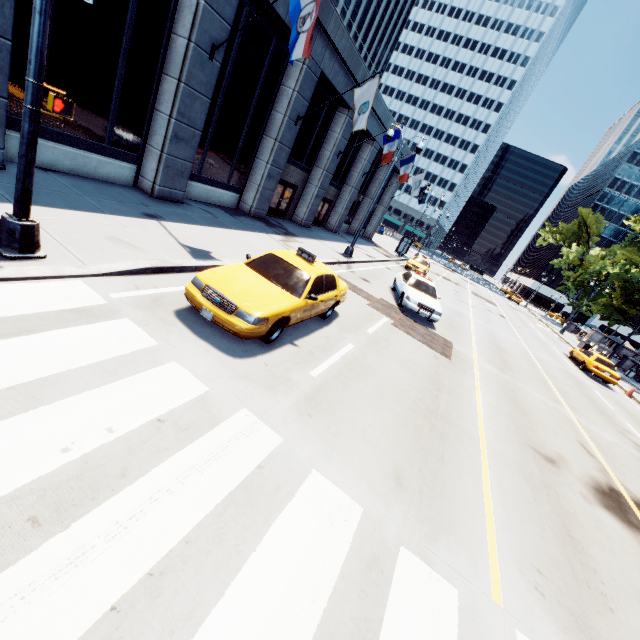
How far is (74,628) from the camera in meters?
2.2 m

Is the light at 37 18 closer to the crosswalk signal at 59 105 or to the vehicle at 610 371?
the crosswalk signal at 59 105

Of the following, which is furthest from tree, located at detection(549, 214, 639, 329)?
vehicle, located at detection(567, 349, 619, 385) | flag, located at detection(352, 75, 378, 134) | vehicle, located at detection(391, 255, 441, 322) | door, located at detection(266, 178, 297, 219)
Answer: door, located at detection(266, 178, 297, 219)

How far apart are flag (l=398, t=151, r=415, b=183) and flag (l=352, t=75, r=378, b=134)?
11.49m

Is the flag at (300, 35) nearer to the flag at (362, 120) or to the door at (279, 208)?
the flag at (362, 120)

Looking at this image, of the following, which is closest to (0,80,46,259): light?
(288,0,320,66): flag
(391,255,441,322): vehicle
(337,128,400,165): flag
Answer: (288,0,320,66): flag

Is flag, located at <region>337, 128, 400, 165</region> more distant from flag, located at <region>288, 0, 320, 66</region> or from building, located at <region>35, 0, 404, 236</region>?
flag, located at <region>288, 0, 320, 66</region>

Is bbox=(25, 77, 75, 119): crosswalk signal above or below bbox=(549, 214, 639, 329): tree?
below
